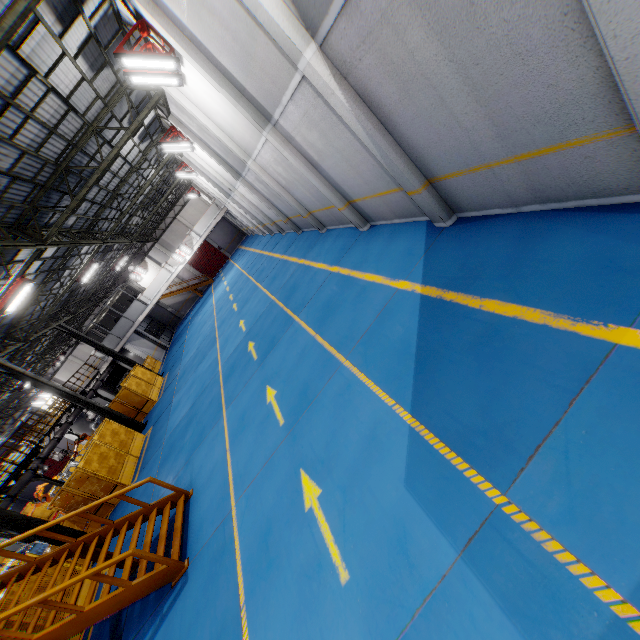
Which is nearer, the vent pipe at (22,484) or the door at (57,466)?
the vent pipe at (22,484)

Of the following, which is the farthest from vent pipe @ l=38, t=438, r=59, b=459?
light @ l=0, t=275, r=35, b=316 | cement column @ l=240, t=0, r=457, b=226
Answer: cement column @ l=240, t=0, r=457, b=226

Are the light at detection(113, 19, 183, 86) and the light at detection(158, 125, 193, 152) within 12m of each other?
yes

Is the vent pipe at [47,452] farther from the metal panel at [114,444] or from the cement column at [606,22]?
the cement column at [606,22]

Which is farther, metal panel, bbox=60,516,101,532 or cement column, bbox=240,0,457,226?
metal panel, bbox=60,516,101,532

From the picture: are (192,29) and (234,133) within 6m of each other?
yes

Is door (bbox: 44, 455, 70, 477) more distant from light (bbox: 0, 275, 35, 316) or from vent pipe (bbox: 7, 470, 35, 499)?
light (bbox: 0, 275, 35, 316)

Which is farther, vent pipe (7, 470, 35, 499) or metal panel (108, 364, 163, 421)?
metal panel (108, 364, 163, 421)
